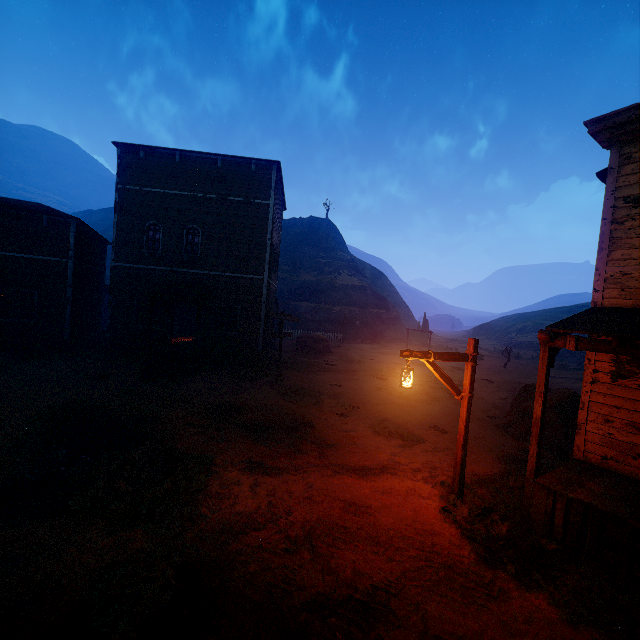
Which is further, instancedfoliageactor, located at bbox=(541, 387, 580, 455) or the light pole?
instancedfoliageactor, located at bbox=(541, 387, 580, 455)

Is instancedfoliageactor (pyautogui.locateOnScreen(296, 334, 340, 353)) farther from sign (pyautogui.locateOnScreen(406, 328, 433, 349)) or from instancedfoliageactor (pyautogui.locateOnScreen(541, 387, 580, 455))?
instancedfoliageactor (pyautogui.locateOnScreen(541, 387, 580, 455))

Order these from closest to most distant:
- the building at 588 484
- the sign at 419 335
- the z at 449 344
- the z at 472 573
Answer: the z at 472 573 → the building at 588 484 → the sign at 419 335 → the z at 449 344

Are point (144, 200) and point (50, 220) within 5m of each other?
yes

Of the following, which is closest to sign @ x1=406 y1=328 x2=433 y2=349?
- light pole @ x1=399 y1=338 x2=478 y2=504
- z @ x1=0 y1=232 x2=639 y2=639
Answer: z @ x1=0 y1=232 x2=639 y2=639

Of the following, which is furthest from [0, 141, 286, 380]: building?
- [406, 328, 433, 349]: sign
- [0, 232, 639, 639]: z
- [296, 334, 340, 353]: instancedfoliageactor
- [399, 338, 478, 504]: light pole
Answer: [406, 328, 433, 349]: sign

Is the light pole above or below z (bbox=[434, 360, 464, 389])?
above

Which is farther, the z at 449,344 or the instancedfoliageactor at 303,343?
the z at 449,344
